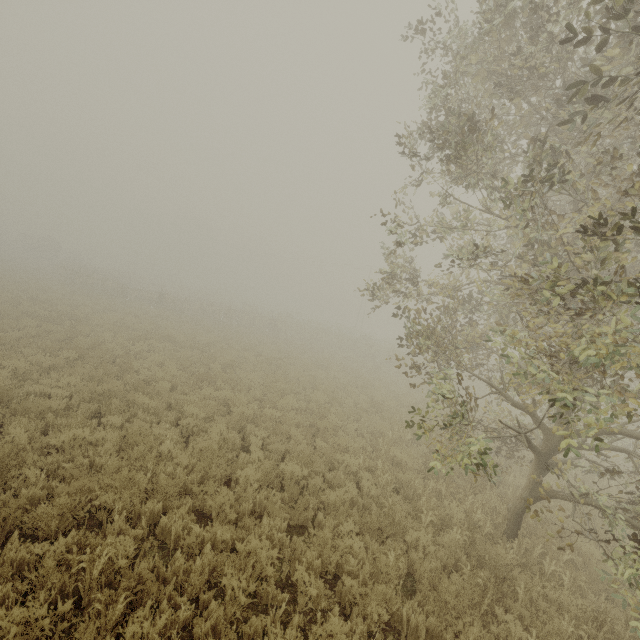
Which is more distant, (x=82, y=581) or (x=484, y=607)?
(x=484, y=607)
